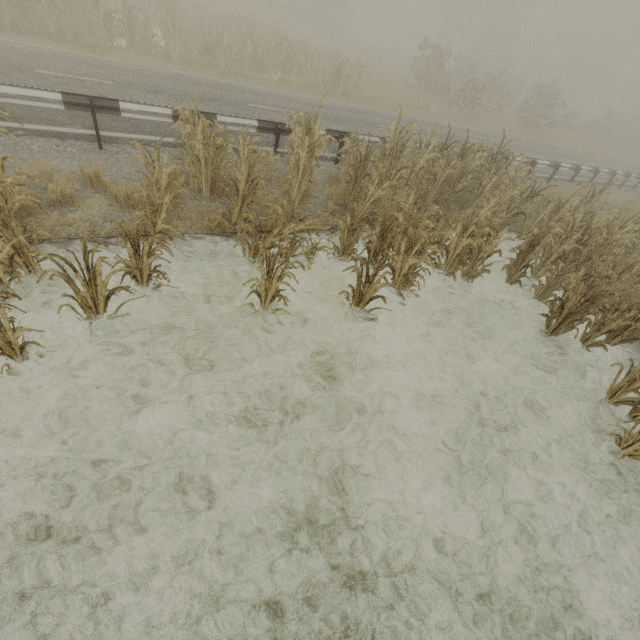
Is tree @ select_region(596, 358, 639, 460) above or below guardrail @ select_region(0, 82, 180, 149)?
below

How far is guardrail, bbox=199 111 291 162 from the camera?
7.66m

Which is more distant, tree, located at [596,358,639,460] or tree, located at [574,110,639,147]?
tree, located at [574,110,639,147]

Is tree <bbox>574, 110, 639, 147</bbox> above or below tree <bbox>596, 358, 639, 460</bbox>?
above

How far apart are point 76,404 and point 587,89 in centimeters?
7644cm

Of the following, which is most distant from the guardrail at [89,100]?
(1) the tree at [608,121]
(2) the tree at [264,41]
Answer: (1) the tree at [608,121]

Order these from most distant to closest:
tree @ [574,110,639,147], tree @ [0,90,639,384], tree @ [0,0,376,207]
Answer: tree @ [574,110,639,147] → tree @ [0,0,376,207] → tree @ [0,90,639,384]

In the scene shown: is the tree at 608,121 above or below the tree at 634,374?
above
